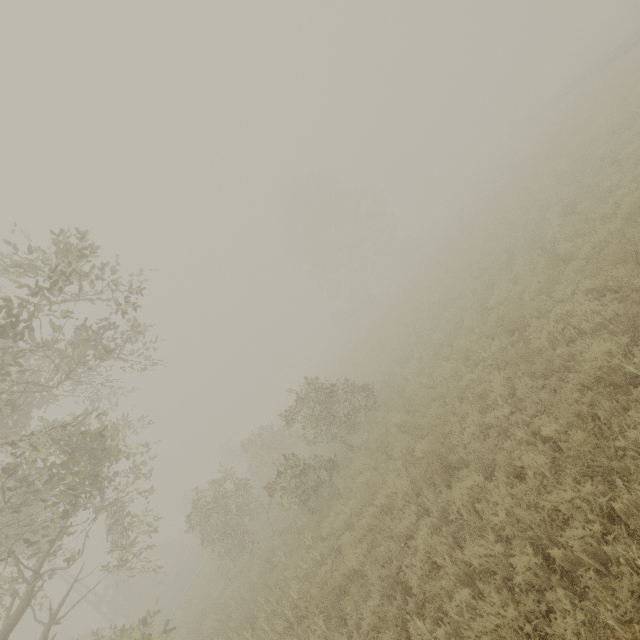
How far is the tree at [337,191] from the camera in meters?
40.1

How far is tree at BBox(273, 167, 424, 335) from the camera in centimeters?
4012cm

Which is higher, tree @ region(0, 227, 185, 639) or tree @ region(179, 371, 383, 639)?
tree @ region(0, 227, 185, 639)

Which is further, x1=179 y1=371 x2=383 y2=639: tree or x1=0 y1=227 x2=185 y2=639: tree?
x1=179 y1=371 x2=383 y2=639: tree

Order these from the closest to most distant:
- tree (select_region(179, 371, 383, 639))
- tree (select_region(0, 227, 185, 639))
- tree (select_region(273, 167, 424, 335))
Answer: tree (select_region(0, 227, 185, 639)) → tree (select_region(179, 371, 383, 639)) → tree (select_region(273, 167, 424, 335))

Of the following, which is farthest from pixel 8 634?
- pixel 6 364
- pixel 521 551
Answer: pixel 521 551

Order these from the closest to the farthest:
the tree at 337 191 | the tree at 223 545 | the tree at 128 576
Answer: the tree at 128 576 → the tree at 223 545 → the tree at 337 191

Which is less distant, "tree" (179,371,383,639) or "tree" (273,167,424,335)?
Answer: "tree" (179,371,383,639)
